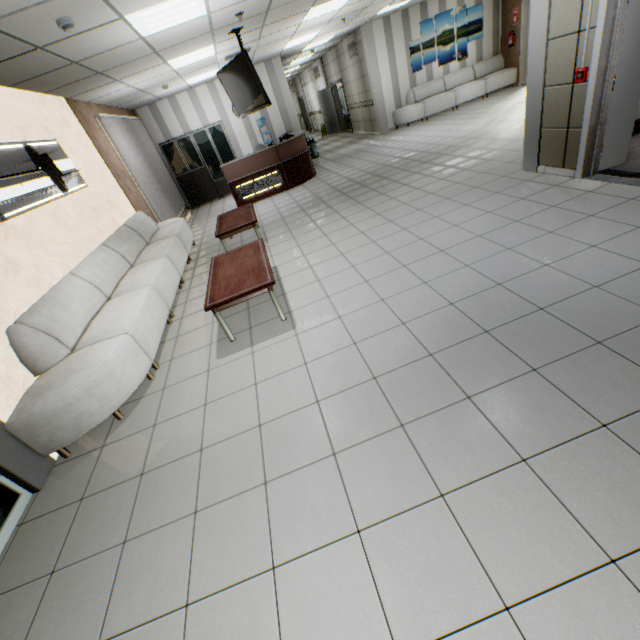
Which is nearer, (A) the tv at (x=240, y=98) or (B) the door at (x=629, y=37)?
(B) the door at (x=629, y=37)

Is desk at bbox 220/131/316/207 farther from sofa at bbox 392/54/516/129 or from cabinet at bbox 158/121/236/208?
sofa at bbox 392/54/516/129

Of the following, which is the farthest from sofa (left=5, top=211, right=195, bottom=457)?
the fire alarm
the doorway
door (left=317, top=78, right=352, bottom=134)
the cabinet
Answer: door (left=317, top=78, right=352, bottom=134)

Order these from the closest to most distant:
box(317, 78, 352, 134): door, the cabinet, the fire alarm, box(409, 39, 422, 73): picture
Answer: the fire alarm < the cabinet < box(409, 39, 422, 73): picture < box(317, 78, 352, 134): door

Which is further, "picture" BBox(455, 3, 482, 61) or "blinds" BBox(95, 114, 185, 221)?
"picture" BBox(455, 3, 482, 61)

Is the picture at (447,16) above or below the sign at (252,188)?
above

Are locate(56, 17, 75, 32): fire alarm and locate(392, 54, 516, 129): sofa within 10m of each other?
no

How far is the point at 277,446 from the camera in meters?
2.4
